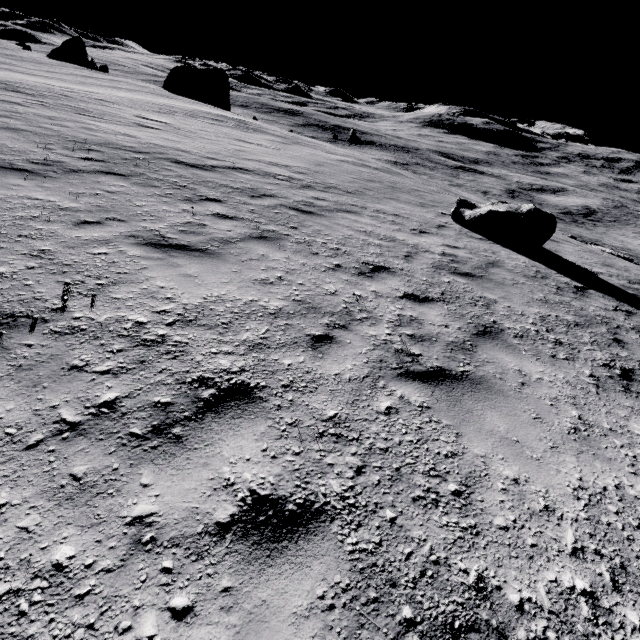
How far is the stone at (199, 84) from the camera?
59.03m

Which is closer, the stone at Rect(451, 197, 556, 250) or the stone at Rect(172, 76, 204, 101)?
the stone at Rect(451, 197, 556, 250)

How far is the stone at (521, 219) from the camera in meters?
10.1 m

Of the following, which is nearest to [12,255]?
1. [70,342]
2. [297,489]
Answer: [70,342]

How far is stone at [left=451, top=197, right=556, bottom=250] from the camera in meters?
10.1

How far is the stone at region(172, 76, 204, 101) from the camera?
59.0 meters
